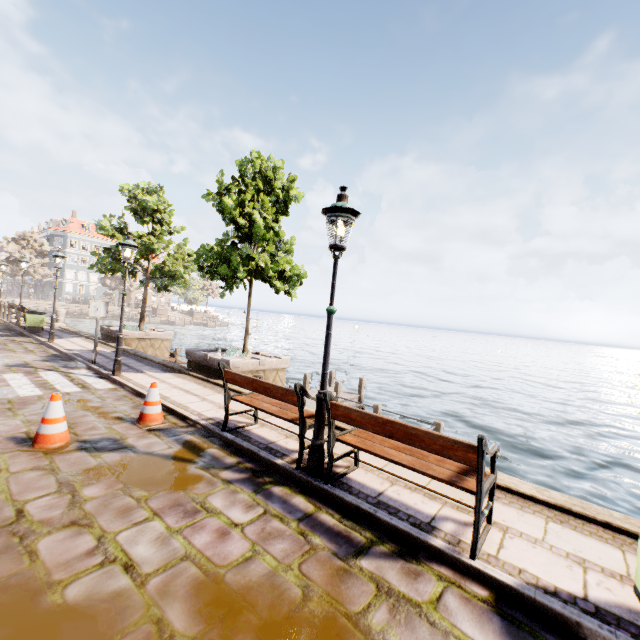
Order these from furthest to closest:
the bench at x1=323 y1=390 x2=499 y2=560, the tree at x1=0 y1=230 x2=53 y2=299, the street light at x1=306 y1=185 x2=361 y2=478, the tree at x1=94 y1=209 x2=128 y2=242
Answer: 1. the tree at x1=0 y1=230 x2=53 y2=299
2. the tree at x1=94 y1=209 x2=128 y2=242
3. the street light at x1=306 y1=185 x2=361 y2=478
4. the bench at x1=323 y1=390 x2=499 y2=560

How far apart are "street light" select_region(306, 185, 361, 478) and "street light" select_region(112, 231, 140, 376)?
6.7m

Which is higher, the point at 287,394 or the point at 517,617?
A: the point at 287,394

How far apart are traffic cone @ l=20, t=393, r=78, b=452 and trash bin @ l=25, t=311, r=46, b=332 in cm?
1435

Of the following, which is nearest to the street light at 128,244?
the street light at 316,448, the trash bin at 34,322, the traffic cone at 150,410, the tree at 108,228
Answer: the traffic cone at 150,410

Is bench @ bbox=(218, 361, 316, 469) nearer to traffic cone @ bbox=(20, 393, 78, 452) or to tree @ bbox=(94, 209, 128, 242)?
traffic cone @ bbox=(20, 393, 78, 452)

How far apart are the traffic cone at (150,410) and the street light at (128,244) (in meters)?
3.34

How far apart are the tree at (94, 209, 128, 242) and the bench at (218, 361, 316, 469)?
11.54m
